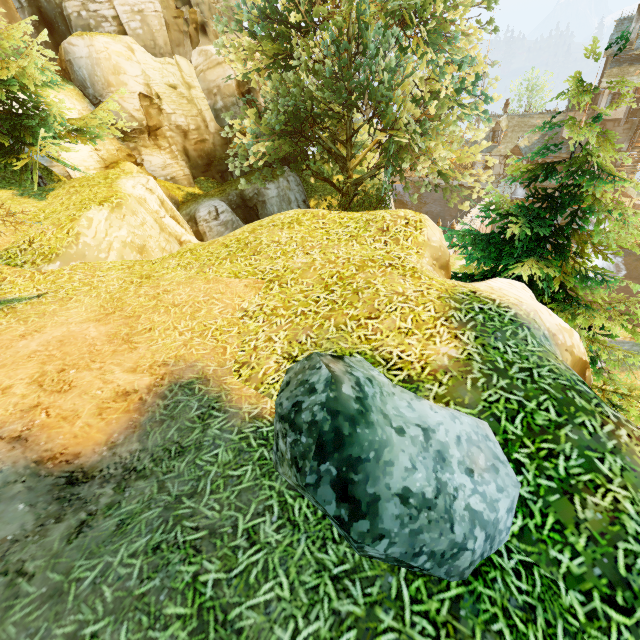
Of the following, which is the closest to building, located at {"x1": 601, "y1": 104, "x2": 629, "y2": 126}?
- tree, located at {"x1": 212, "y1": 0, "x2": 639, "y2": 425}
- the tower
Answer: the tower

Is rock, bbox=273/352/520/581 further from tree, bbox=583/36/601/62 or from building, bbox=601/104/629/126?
building, bbox=601/104/629/126

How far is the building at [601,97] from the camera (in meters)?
29.95

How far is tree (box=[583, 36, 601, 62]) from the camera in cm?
602

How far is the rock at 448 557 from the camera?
2.28m

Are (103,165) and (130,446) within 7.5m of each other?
no

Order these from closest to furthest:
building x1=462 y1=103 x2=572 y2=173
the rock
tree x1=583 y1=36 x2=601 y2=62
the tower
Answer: the rock < tree x1=583 y1=36 x2=601 y2=62 < the tower < building x1=462 y1=103 x2=572 y2=173

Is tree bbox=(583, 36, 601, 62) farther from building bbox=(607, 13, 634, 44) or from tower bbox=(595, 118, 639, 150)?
tower bbox=(595, 118, 639, 150)
